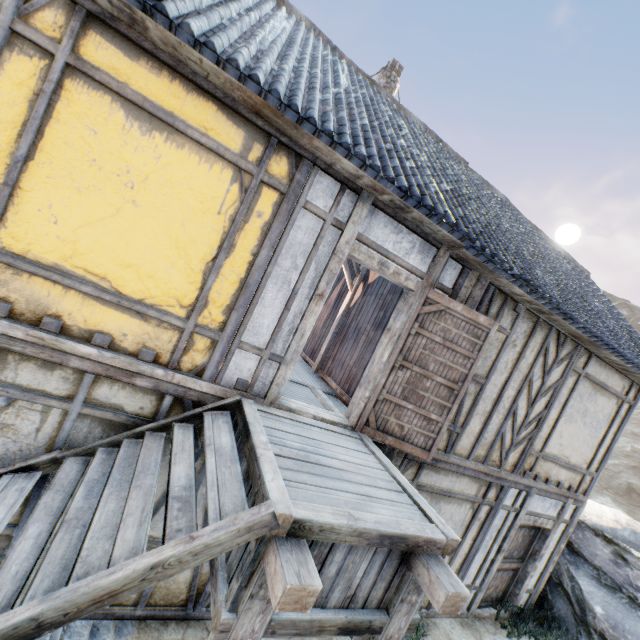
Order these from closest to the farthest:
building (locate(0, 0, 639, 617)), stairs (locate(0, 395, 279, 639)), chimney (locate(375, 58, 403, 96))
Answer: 1. stairs (locate(0, 395, 279, 639))
2. building (locate(0, 0, 639, 617))
3. chimney (locate(375, 58, 403, 96))

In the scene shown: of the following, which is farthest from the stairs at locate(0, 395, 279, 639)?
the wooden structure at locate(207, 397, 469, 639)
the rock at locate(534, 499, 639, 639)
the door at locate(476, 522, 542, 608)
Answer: the rock at locate(534, 499, 639, 639)

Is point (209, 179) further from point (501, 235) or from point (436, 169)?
point (501, 235)

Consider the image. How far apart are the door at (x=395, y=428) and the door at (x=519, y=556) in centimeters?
360cm

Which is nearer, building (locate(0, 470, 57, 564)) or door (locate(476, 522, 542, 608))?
building (locate(0, 470, 57, 564))

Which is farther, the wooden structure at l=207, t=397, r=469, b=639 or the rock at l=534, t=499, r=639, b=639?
the rock at l=534, t=499, r=639, b=639

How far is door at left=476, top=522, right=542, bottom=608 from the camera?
6.6 meters

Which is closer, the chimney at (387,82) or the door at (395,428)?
the door at (395,428)
